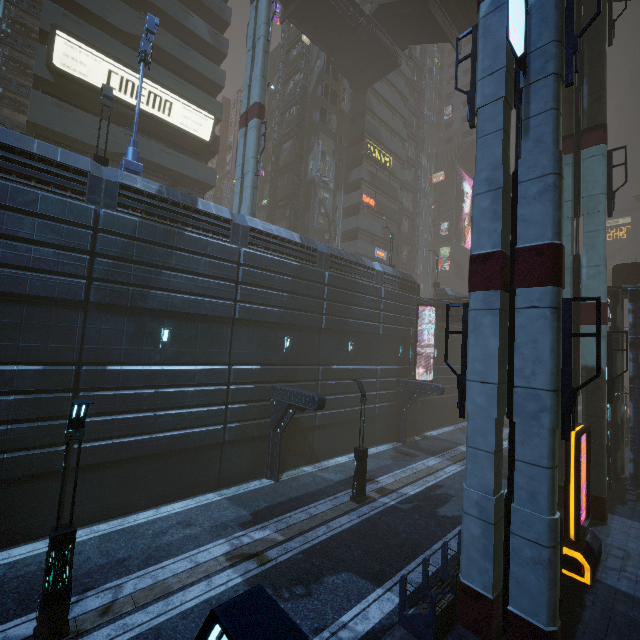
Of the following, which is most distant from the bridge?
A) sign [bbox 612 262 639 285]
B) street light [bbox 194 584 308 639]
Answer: street light [bbox 194 584 308 639]

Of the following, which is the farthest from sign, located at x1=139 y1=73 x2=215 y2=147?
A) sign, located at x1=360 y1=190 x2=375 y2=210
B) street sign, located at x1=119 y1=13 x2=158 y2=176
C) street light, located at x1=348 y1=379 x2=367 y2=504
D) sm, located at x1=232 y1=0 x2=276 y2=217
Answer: sign, located at x1=360 y1=190 x2=375 y2=210

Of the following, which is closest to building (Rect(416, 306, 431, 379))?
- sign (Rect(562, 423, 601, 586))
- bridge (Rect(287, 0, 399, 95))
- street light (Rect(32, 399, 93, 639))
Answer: bridge (Rect(287, 0, 399, 95))

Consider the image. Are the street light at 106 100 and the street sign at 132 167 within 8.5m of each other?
yes

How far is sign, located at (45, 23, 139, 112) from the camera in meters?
19.9 m

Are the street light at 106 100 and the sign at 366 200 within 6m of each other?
no

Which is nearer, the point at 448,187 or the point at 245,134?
the point at 245,134

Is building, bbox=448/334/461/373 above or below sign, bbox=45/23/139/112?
below
